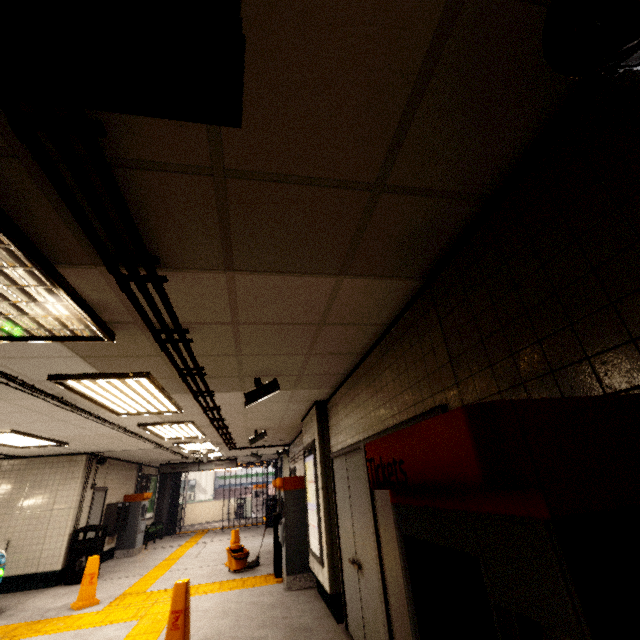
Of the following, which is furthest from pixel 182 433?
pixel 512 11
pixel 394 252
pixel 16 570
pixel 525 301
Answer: pixel 512 11

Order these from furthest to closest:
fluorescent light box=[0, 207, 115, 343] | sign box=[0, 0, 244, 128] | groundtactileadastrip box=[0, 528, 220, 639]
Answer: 1. groundtactileadastrip box=[0, 528, 220, 639]
2. fluorescent light box=[0, 207, 115, 343]
3. sign box=[0, 0, 244, 128]

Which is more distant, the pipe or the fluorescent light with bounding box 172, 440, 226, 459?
the fluorescent light with bounding box 172, 440, 226, 459

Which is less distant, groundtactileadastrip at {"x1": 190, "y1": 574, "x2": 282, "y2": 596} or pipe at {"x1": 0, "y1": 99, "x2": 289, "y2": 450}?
pipe at {"x1": 0, "y1": 99, "x2": 289, "y2": 450}

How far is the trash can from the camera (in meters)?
7.78

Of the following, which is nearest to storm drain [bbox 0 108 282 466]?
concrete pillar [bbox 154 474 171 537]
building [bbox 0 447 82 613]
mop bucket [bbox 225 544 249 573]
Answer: building [bbox 0 447 82 613]

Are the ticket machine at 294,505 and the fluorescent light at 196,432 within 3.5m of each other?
yes

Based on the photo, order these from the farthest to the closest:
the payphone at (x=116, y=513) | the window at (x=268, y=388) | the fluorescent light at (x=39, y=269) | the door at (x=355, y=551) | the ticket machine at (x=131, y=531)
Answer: the ticket machine at (x=131, y=531), the payphone at (x=116, y=513), the window at (x=268, y=388), the door at (x=355, y=551), the fluorescent light at (x=39, y=269)
